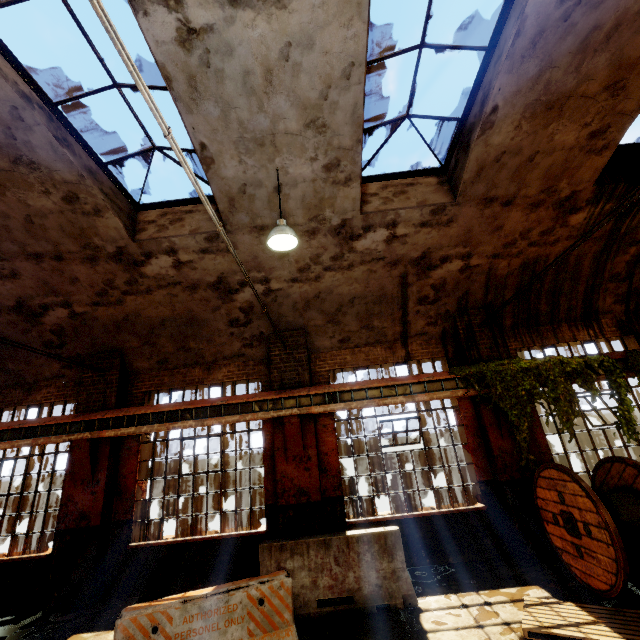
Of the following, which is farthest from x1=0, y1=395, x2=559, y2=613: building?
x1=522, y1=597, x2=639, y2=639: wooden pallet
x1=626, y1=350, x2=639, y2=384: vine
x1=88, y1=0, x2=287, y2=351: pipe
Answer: x1=522, y1=597, x2=639, y2=639: wooden pallet

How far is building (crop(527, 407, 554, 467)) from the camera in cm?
721

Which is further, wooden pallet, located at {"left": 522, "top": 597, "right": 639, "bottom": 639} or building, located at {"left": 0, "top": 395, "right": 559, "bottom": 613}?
building, located at {"left": 0, "top": 395, "right": 559, "bottom": 613}

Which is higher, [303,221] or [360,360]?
[303,221]

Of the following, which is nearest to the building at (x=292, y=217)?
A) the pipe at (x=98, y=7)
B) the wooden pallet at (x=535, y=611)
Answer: the pipe at (x=98, y=7)

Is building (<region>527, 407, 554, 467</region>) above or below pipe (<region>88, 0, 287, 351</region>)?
below

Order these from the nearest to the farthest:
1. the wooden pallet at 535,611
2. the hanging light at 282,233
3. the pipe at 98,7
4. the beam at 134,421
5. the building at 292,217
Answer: the pipe at 98,7 → the wooden pallet at 535,611 → the building at 292,217 → the hanging light at 282,233 → the beam at 134,421

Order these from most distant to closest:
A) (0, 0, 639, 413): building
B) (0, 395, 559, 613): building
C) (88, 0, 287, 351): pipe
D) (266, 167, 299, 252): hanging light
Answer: (0, 395, 559, 613): building
(266, 167, 299, 252): hanging light
(0, 0, 639, 413): building
(88, 0, 287, 351): pipe
